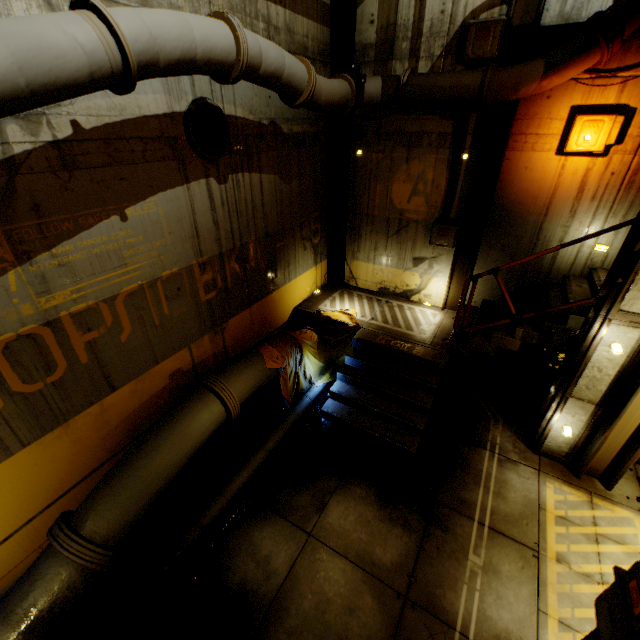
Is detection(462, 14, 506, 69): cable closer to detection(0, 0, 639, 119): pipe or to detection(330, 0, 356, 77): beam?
detection(0, 0, 639, 119): pipe

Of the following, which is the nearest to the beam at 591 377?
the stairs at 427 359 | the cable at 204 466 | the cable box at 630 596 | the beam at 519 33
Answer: the stairs at 427 359

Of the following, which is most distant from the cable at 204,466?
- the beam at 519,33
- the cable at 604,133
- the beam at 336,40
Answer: the cable at 604,133

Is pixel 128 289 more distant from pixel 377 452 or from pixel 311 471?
pixel 377 452

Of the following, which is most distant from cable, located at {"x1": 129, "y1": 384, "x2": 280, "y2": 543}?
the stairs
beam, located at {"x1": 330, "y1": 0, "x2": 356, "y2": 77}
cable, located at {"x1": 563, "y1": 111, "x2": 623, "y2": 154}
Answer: cable, located at {"x1": 563, "y1": 111, "x2": 623, "y2": 154}

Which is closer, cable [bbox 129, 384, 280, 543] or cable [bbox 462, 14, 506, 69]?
cable [bbox 129, 384, 280, 543]

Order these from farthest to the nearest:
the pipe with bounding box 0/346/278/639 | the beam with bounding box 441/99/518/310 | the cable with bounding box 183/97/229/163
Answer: the beam with bounding box 441/99/518/310
the cable with bounding box 183/97/229/163
the pipe with bounding box 0/346/278/639

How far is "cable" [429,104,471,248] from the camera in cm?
642
